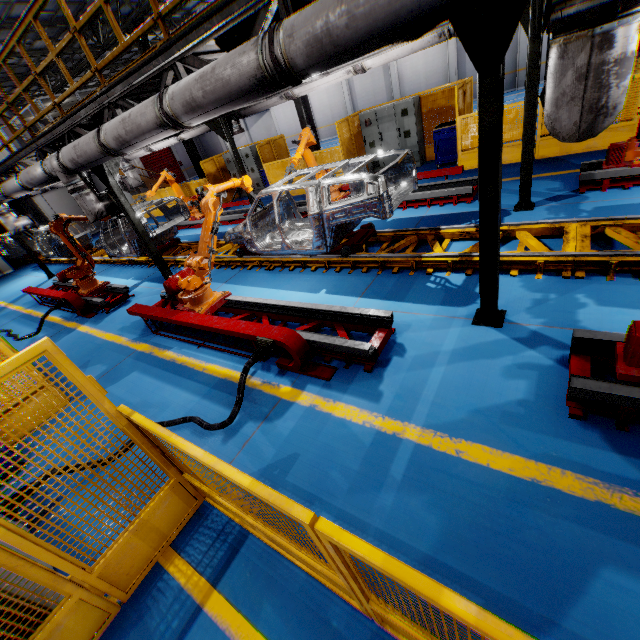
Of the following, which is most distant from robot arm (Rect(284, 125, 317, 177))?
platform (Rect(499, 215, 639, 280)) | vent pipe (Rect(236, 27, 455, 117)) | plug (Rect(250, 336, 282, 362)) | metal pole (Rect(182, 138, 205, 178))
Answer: metal pole (Rect(182, 138, 205, 178))

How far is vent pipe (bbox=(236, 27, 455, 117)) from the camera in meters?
6.0 m

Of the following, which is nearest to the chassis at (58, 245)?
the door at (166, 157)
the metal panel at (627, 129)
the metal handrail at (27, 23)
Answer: the metal handrail at (27, 23)

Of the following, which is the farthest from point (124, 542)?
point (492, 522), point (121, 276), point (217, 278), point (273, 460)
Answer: point (121, 276)

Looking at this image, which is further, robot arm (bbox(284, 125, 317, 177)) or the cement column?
the cement column

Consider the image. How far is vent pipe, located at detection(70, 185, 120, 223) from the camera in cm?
720

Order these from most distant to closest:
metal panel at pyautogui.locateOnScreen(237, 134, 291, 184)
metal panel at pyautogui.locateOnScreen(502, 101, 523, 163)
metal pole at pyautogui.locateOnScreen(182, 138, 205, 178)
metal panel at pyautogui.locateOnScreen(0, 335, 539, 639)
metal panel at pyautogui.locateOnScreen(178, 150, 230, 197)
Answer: metal pole at pyautogui.locateOnScreen(182, 138, 205, 178)
metal panel at pyautogui.locateOnScreen(178, 150, 230, 197)
metal panel at pyautogui.locateOnScreen(237, 134, 291, 184)
metal panel at pyautogui.locateOnScreen(502, 101, 523, 163)
metal panel at pyautogui.locateOnScreen(0, 335, 539, 639)

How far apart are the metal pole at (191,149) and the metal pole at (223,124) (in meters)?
8.57
